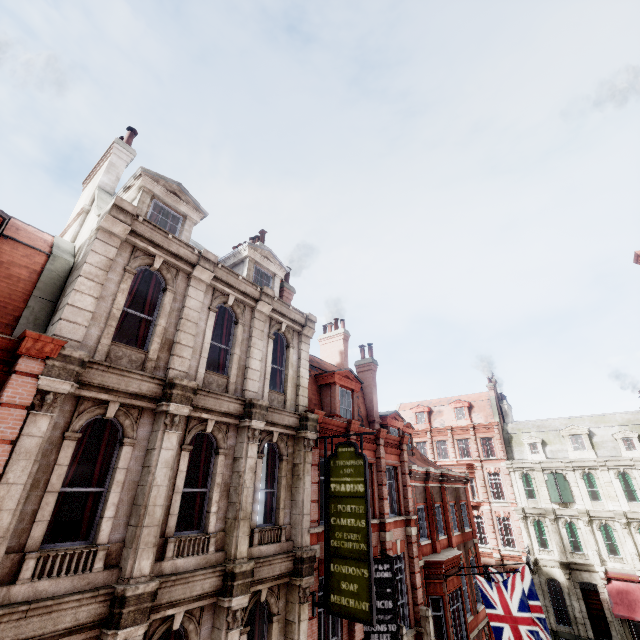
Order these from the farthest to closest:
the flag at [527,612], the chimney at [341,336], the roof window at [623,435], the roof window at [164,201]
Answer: the roof window at [623,435] → the chimney at [341,336] → the flag at [527,612] → the roof window at [164,201]

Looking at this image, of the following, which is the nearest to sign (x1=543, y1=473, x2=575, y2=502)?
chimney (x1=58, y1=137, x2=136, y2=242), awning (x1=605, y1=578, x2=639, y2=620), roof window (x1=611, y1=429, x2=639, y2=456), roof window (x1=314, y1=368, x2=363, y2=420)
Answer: roof window (x1=611, y1=429, x2=639, y2=456)

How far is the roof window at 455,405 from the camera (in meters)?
38.41

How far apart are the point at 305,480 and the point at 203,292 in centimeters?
684cm

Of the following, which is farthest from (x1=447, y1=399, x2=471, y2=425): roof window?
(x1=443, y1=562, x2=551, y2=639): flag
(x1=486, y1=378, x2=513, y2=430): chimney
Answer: (x1=443, y1=562, x2=551, y2=639): flag

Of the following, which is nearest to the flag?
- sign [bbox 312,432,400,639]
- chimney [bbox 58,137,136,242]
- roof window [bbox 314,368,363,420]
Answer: sign [bbox 312,432,400,639]

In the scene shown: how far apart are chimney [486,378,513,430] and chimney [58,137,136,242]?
42.7m

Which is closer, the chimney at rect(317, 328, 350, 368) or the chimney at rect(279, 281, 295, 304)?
the chimney at rect(279, 281, 295, 304)
